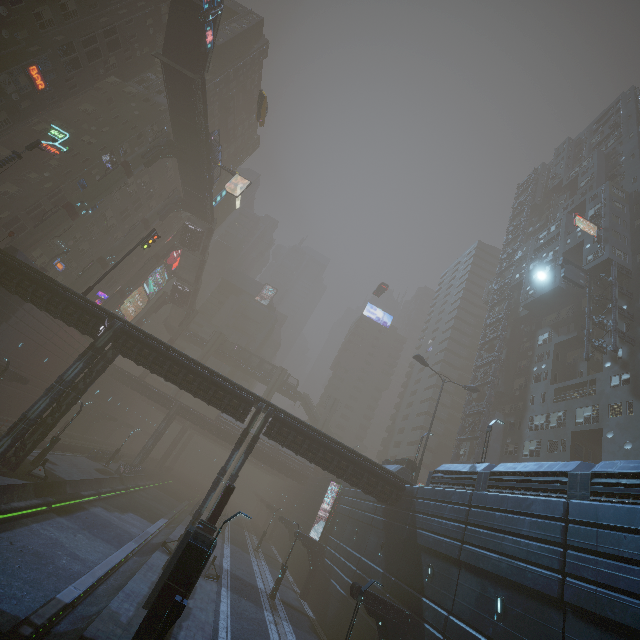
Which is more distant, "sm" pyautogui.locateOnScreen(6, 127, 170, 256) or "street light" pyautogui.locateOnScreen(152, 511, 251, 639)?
"sm" pyautogui.locateOnScreen(6, 127, 170, 256)

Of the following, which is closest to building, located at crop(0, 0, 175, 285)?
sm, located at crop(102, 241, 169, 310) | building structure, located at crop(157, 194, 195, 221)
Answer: sm, located at crop(102, 241, 169, 310)

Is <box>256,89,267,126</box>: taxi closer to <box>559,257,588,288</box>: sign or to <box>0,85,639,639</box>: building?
<box>0,85,639,639</box>: building

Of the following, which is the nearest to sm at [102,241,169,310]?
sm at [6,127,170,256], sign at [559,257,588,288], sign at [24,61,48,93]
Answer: sm at [6,127,170,256]

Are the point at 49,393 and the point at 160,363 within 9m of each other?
yes

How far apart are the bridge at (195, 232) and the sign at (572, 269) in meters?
53.3

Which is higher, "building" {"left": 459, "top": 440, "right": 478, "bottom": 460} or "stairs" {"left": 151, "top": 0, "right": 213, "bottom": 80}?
"stairs" {"left": 151, "top": 0, "right": 213, "bottom": 80}

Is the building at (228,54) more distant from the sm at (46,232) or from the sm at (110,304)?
the sm at (46,232)
